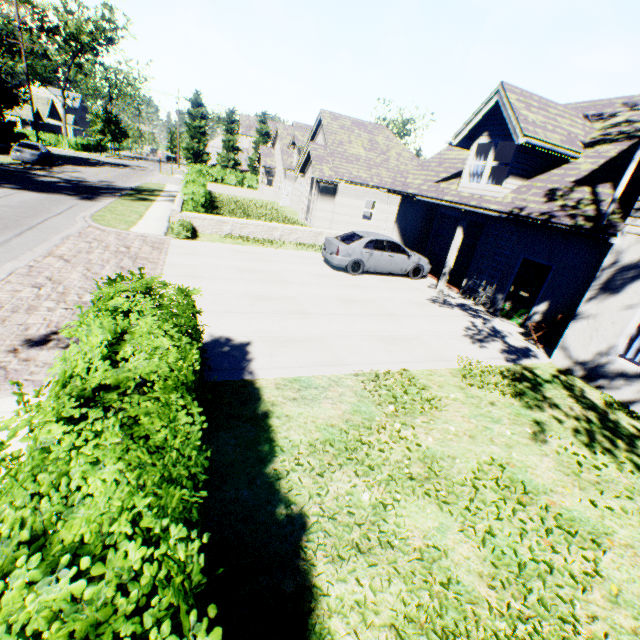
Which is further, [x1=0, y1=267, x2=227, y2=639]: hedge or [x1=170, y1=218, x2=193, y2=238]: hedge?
[x1=170, y1=218, x2=193, y2=238]: hedge

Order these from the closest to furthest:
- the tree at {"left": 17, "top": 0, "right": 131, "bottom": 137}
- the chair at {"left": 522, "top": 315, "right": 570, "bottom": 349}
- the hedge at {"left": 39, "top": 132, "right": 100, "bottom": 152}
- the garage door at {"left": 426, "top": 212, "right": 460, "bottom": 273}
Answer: the chair at {"left": 522, "top": 315, "right": 570, "bottom": 349} < the garage door at {"left": 426, "top": 212, "right": 460, "bottom": 273} < the tree at {"left": 17, "top": 0, "right": 131, "bottom": 137} < the hedge at {"left": 39, "top": 132, "right": 100, "bottom": 152}

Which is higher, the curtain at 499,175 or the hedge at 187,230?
the curtain at 499,175

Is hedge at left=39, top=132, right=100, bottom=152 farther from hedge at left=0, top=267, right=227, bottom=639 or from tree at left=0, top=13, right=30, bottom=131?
hedge at left=0, top=267, right=227, bottom=639

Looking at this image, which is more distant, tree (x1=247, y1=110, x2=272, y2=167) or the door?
tree (x1=247, y1=110, x2=272, y2=167)

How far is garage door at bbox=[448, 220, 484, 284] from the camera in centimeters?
1422cm

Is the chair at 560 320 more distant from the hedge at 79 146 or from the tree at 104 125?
the hedge at 79 146

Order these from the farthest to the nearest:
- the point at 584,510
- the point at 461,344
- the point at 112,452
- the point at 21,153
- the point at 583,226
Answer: the point at 21,153
the point at 461,344
the point at 583,226
the point at 584,510
the point at 112,452
